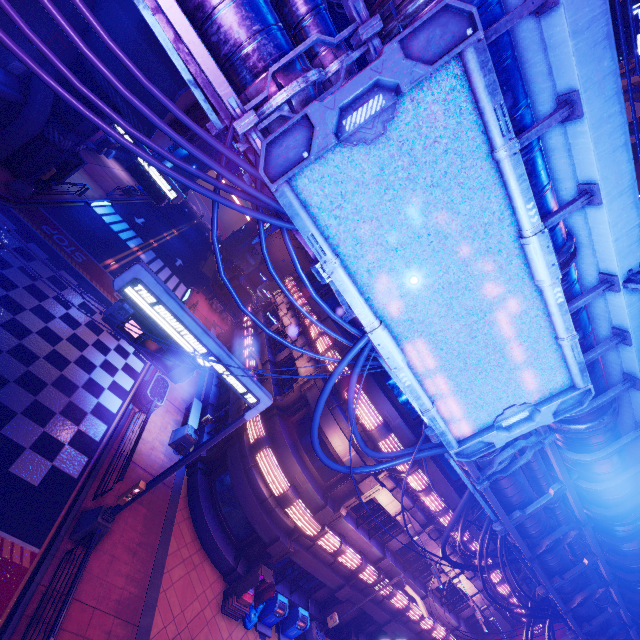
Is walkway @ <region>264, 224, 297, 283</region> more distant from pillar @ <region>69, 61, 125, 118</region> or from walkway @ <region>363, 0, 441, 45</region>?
walkway @ <region>363, 0, 441, 45</region>

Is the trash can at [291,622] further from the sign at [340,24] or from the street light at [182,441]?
the sign at [340,24]

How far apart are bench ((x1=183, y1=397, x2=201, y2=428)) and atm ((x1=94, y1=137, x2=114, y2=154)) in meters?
32.4 m

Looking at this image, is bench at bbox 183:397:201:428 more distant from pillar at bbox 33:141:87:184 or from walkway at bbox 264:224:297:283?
walkway at bbox 264:224:297:283

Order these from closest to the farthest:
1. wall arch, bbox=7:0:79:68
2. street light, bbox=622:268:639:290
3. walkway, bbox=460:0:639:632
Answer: walkway, bbox=460:0:639:632, street light, bbox=622:268:639:290, wall arch, bbox=7:0:79:68

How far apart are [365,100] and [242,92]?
2.0m

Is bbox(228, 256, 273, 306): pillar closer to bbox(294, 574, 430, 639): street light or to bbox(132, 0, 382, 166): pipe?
bbox(294, 574, 430, 639): street light

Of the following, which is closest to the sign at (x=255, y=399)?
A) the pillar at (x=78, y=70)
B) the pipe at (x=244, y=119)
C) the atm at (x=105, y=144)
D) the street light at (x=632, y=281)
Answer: the pipe at (x=244, y=119)
